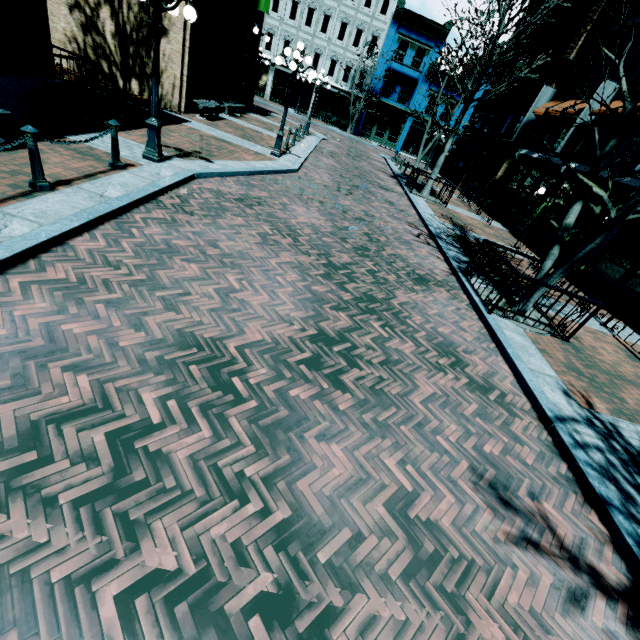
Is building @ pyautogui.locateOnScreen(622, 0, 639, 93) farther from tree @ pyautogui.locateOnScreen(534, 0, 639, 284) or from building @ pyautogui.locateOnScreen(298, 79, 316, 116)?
building @ pyautogui.locateOnScreen(298, 79, 316, 116)

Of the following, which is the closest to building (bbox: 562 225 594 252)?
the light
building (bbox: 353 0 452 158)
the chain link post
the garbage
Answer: building (bbox: 353 0 452 158)

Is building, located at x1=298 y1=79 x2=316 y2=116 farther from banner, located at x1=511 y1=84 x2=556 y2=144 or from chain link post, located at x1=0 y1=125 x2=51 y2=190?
chain link post, located at x1=0 y1=125 x2=51 y2=190

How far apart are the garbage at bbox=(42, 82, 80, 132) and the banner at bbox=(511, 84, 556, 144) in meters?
21.2

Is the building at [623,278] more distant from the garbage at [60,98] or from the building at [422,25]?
the garbage at [60,98]

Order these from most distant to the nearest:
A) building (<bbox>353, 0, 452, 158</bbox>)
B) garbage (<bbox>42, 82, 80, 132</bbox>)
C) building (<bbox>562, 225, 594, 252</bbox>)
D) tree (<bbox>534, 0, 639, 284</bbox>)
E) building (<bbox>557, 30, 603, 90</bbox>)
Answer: building (<bbox>353, 0, 452, 158</bbox>) < building (<bbox>557, 30, 603, 90</bbox>) < building (<bbox>562, 225, 594, 252</bbox>) < garbage (<bbox>42, 82, 80, 132</bbox>) < tree (<bbox>534, 0, 639, 284</bbox>)

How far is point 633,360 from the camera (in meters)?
7.71

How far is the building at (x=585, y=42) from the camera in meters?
15.4
